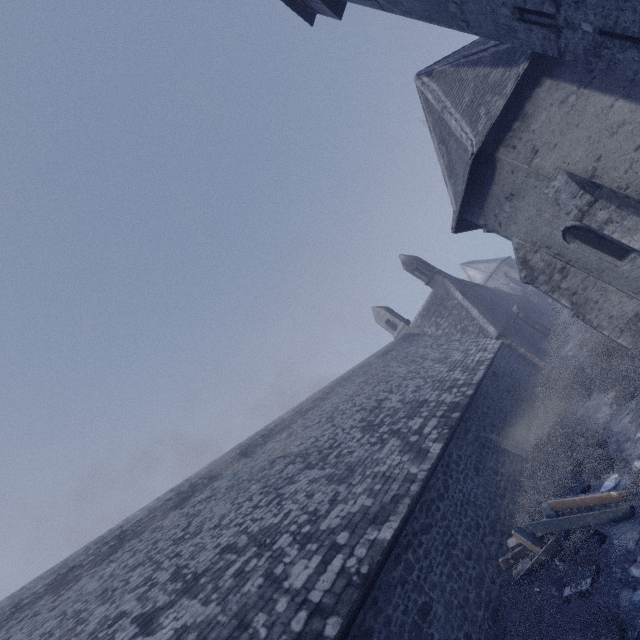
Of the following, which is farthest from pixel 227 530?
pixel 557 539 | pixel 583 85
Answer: pixel 583 85

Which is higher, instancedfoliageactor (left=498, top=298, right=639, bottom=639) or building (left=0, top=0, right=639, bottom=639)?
building (left=0, top=0, right=639, bottom=639)

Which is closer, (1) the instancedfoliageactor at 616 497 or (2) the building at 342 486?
(1) the instancedfoliageactor at 616 497

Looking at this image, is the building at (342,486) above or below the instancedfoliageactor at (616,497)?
above

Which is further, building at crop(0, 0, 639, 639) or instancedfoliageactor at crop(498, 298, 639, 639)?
building at crop(0, 0, 639, 639)
